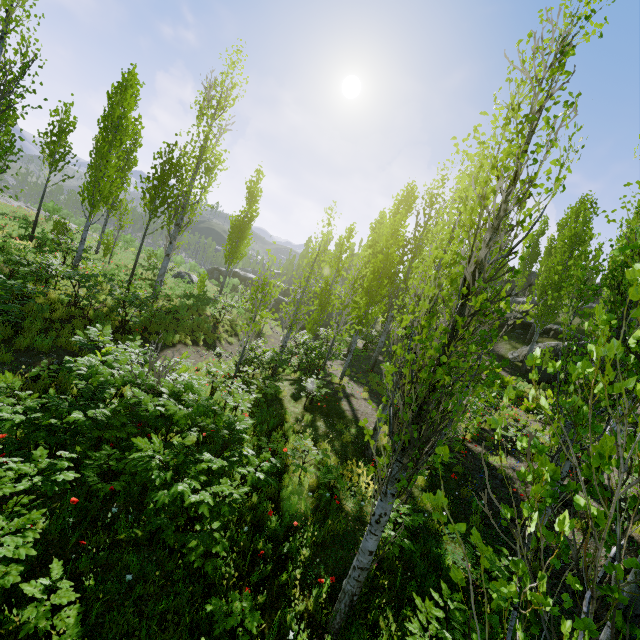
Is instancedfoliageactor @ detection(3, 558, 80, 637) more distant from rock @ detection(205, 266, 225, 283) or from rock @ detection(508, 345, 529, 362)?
rock @ detection(205, 266, 225, 283)

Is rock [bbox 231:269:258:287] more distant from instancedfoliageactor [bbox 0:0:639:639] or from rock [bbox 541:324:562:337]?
rock [bbox 541:324:562:337]

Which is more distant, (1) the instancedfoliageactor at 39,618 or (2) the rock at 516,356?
(2) the rock at 516,356

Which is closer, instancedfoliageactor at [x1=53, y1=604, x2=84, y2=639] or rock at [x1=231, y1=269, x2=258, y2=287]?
instancedfoliageactor at [x1=53, y1=604, x2=84, y2=639]

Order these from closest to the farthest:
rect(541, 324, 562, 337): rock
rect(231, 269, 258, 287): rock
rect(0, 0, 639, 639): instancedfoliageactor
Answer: rect(0, 0, 639, 639): instancedfoliageactor
rect(541, 324, 562, 337): rock
rect(231, 269, 258, 287): rock

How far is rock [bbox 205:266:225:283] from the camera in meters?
46.0

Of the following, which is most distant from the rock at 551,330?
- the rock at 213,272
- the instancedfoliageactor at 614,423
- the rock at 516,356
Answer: the rock at 213,272

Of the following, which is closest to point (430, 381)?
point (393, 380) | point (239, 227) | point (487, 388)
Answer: point (393, 380)
